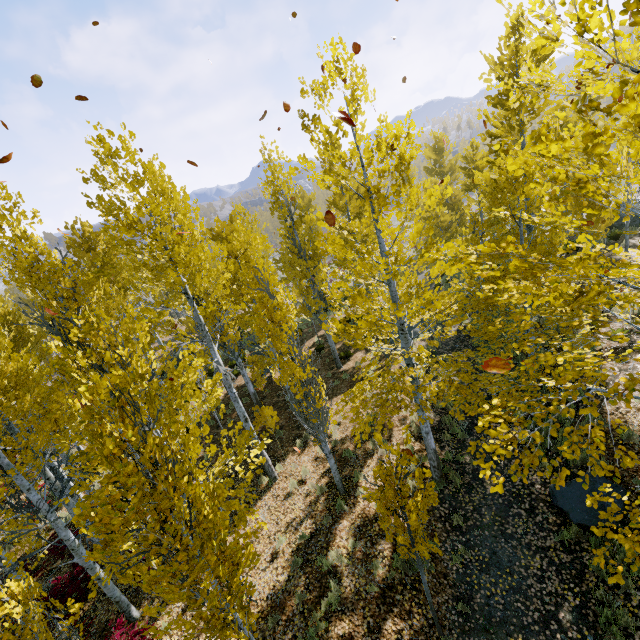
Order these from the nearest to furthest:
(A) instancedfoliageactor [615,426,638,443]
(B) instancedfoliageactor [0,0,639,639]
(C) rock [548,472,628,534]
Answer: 1. (B) instancedfoliageactor [0,0,639,639]
2. (A) instancedfoliageactor [615,426,638,443]
3. (C) rock [548,472,628,534]

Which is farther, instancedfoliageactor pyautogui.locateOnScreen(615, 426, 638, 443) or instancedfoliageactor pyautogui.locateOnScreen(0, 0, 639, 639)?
instancedfoliageactor pyautogui.locateOnScreen(615, 426, 638, 443)

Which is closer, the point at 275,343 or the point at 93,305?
the point at 275,343

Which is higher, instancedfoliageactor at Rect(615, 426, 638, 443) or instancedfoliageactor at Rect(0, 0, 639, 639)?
instancedfoliageactor at Rect(0, 0, 639, 639)

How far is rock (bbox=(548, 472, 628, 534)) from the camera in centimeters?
649cm

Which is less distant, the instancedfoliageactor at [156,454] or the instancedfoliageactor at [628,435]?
the instancedfoliageactor at [156,454]

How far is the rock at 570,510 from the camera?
6.5 meters
